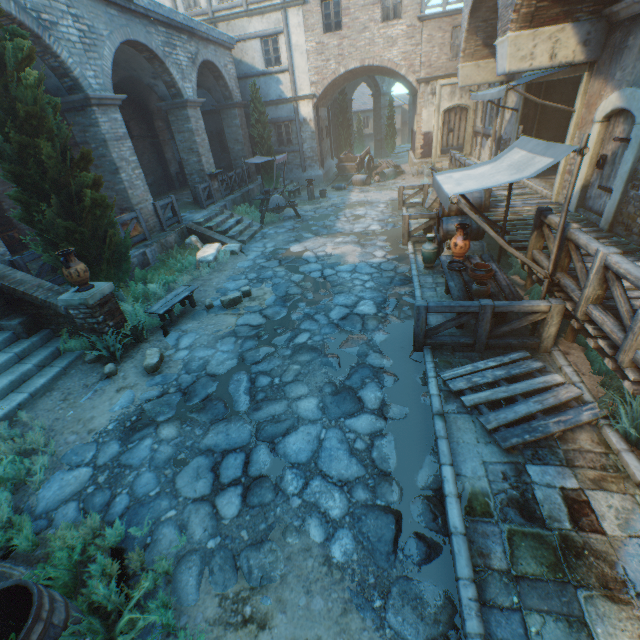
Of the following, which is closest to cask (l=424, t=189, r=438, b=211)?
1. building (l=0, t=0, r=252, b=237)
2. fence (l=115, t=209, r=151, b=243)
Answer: building (l=0, t=0, r=252, b=237)

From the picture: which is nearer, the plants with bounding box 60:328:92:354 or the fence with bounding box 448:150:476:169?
the plants with bounding box 60:328:92:354

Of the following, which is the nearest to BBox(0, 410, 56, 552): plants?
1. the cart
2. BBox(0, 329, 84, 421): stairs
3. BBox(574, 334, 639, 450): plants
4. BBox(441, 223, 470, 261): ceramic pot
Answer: BBox(0, 329, 84, 421): stairs

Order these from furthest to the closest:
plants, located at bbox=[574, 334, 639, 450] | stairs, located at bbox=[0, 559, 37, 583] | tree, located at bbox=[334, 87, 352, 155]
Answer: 1. tree, located at bbox=[334, 87, 352, 155]
2. plants, located at bbox=[574, 334, 639, 450]
3. stairs, located at bbox=[0, 559, 37, 583]

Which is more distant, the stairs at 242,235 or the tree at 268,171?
the tree at 268,171

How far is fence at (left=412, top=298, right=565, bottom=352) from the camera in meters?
5.0

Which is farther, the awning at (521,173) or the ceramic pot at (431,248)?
the ceramic pot at (431,248)

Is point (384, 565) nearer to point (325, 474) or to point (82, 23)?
point (325, 474)
